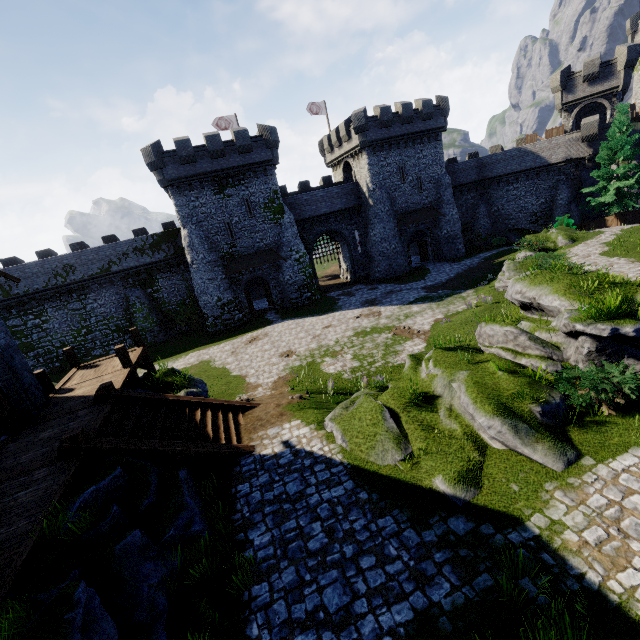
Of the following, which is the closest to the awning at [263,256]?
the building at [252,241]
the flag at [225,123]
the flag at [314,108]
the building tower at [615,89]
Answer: the building at [252,241]

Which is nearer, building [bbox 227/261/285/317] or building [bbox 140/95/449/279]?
building [bbox 140/95/449/279]

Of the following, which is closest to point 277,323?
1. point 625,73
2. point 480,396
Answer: point 480,396

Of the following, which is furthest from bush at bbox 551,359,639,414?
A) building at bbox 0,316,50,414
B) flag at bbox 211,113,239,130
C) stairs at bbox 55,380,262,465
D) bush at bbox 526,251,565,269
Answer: flag at bbox 211,113,239,130

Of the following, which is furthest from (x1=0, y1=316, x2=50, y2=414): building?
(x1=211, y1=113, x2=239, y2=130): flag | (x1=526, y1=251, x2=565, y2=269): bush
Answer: (x1=211, y1=113, x2=239, y2=130): flag

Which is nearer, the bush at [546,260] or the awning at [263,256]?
the bush at [546,260]

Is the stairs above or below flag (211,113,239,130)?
below

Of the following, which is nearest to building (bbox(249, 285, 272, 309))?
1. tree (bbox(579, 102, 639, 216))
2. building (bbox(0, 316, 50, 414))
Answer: tree (bbox(579, 102, 639, 216))
